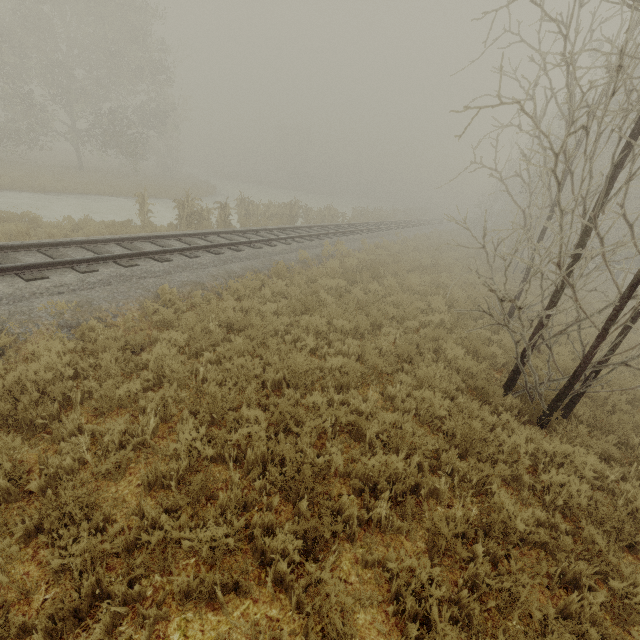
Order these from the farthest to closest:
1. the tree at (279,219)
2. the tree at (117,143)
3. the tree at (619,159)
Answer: the tree at (117,143)
the tree at (279,219)
the tree at (619,159)

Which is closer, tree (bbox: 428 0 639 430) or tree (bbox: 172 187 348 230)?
tree (bbox: 428 0 639 430)

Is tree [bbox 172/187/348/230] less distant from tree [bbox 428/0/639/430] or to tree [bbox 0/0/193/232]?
tree [bbox 428/0/639/430]

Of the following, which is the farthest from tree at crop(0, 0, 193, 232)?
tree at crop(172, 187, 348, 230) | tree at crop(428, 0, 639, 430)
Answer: tree at crop(428, 0, 639, 430)

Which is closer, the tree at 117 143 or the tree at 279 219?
the tree at 279 219

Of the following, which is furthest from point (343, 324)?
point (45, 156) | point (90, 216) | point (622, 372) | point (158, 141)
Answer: point (45, 156)
